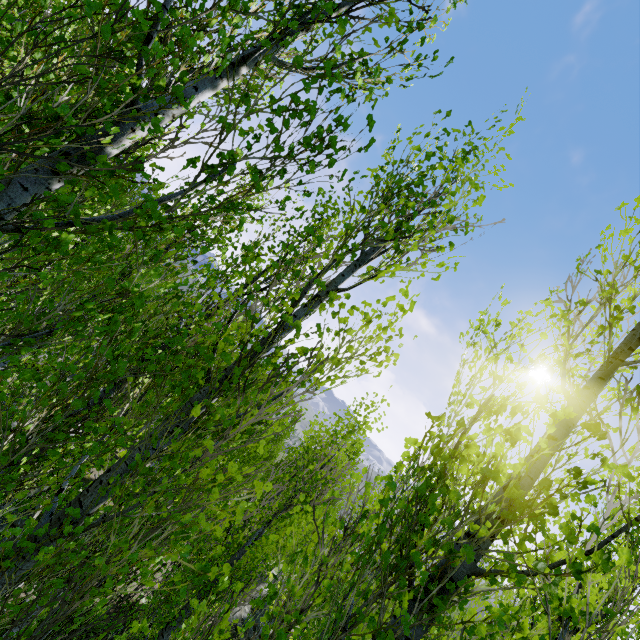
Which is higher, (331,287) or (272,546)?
(331,287)
